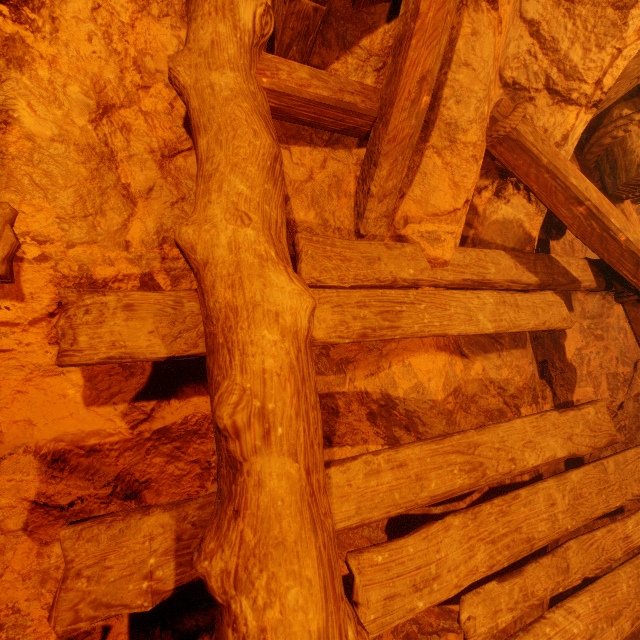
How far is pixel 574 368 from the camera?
2.7 meters
